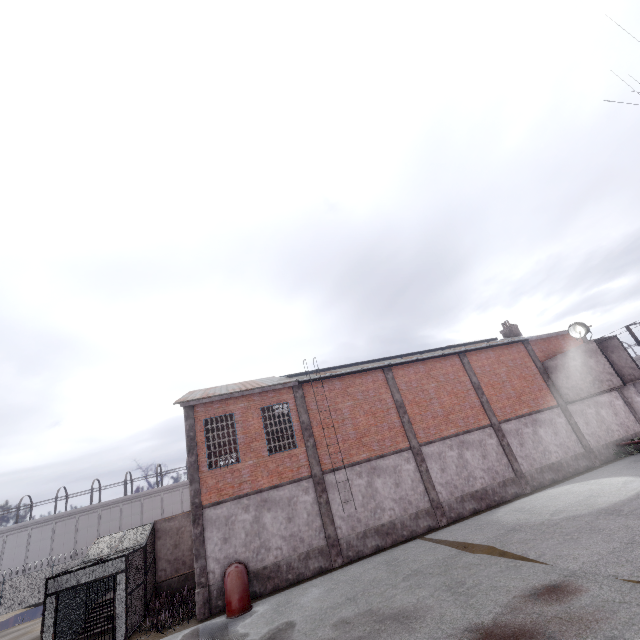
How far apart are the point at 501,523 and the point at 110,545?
20.3 meters

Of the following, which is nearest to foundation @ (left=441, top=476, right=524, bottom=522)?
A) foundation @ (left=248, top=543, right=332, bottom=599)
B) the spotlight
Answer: foundation @ (left=248, top=543, right=332, bottom=599)

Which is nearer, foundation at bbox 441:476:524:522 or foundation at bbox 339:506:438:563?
foundation at bbox 339:506:438:563

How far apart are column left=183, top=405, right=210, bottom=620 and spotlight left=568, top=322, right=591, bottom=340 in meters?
24.0 m

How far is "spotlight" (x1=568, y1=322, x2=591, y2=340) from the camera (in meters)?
20.62

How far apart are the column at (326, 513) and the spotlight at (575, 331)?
18.0 meters

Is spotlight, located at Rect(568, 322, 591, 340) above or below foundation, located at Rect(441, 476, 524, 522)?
above

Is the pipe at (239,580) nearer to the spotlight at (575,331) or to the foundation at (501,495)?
the foundation at (501,495)
